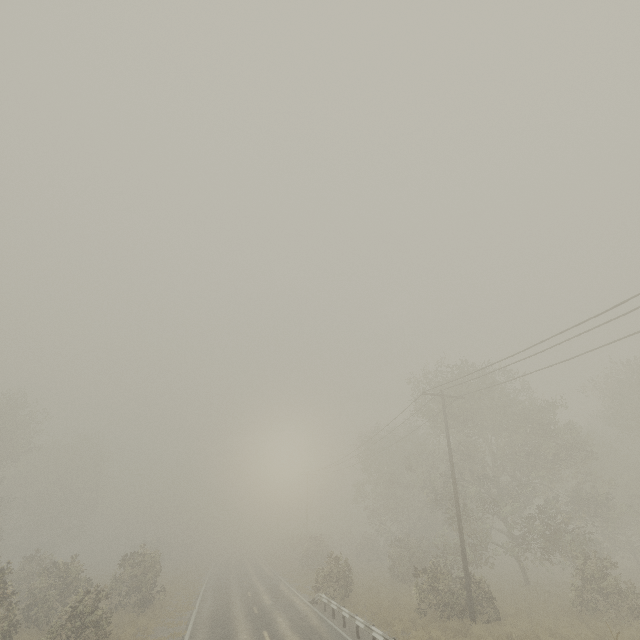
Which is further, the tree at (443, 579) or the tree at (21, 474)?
the tree at (443, 579)

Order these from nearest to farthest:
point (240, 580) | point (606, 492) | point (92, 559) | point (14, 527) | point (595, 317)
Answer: point (595, 317)
point (606, 492)
point (240, 580)
point (14, 527)
point (92, 559)

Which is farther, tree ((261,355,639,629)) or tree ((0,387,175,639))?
tree ((261,355,639,629))
